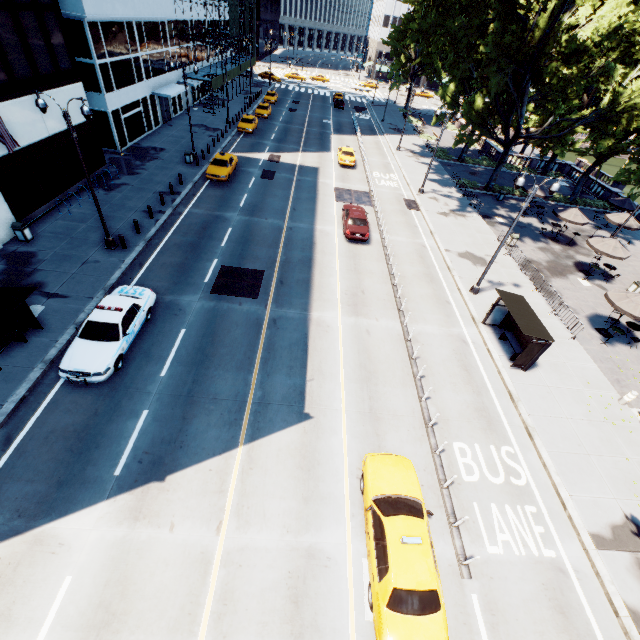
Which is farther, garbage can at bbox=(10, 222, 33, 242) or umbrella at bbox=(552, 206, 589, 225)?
umbrella at bbox=(552, 206, 589, 225)

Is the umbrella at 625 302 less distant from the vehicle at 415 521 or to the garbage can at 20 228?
the vehicle at 415 521

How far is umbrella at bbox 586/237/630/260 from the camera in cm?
2281

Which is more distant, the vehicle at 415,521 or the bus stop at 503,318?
the bus stop at 503,318

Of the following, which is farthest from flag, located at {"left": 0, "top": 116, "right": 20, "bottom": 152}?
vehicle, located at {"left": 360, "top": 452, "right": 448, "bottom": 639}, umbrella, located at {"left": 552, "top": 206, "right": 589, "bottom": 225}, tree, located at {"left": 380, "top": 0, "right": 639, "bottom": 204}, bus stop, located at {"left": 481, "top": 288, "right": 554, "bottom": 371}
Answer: umbrella, located at {"left": 552, "top": 206, "right": 589, "bottom": 225}

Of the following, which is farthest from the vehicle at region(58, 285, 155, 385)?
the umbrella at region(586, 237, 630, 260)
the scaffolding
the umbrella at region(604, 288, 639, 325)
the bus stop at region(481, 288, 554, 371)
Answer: the scaffolding

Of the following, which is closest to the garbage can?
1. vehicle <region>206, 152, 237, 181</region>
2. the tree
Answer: vehicle <region>206, 152, 237, 181</region>

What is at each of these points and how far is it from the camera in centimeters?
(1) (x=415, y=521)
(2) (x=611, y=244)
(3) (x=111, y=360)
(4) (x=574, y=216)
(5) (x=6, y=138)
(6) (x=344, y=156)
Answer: (1) vehicle, 937cm
(2) umbrella, 2311cm
(3) vehicle, 1259cm
(4) umbrella, 2683cm
(5) flag, 1499cm
(6) vehicle, 3512cm
